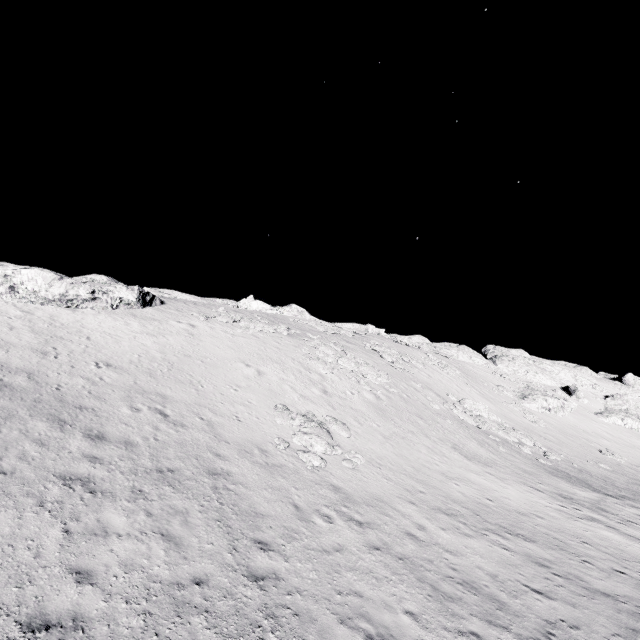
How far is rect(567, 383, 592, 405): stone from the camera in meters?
53.2 m

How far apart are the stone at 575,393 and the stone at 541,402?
11.6 meters

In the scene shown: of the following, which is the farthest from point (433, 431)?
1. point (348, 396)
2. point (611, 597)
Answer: point (611, 597)

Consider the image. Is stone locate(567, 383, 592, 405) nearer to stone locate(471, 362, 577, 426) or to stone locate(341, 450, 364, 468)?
stone locate(471, 362, 577, 426)

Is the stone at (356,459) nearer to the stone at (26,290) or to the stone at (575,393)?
the stone at (26,290)

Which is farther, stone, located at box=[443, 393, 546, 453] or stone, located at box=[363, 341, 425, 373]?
stone, located at box=[363, 341, 425, 373]

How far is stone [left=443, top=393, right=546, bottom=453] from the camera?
26.91m

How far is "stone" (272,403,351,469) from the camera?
14.1m
